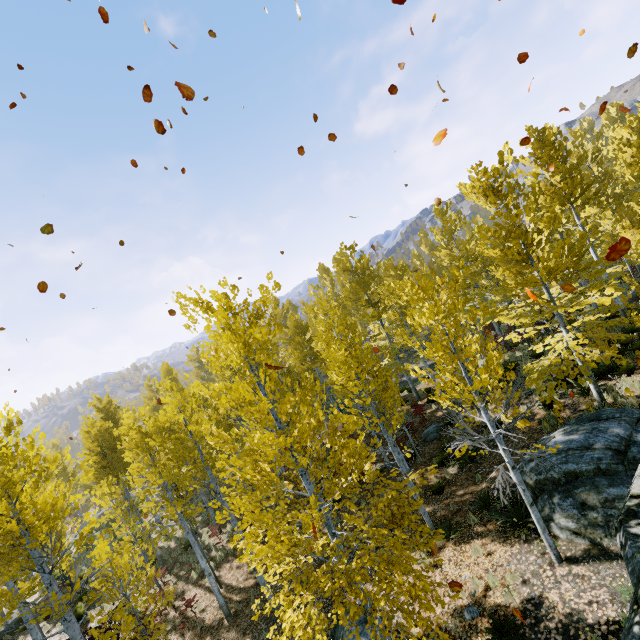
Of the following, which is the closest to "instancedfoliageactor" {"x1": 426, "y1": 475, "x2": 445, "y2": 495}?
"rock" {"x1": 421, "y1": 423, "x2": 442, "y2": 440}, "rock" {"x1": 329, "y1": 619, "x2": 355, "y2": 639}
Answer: "rock" {"x1": 421, "y1": 423, "x2": 442, "y2": 440}

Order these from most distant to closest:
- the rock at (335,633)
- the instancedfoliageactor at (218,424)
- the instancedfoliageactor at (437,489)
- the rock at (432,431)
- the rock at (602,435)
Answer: the rock at (432,431)
the instancedfoliageactor at (437,489)
the rock at (335,633)
the instancedfoliageactor at (218,424)
the rock at (602,435)

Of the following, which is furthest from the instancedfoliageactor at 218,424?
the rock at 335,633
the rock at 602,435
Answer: the rock at 335,633

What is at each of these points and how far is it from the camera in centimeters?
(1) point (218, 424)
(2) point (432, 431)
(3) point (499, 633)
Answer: (1) instancedfoliageactor, 1641cm
(2) rock, 1611cm
(3) instancedfoliageactor, 650cm

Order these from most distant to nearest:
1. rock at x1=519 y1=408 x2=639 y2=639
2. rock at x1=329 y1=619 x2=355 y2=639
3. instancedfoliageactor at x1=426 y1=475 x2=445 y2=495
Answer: instancedfoliageactor at x1=426 y1=475 x2=445 y2=495 → rock at x1=329 y1=619 x2=355 y2=639 → rock at x1=519 y1=408 x2=639 y2=639

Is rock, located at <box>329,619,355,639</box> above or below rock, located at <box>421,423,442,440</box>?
below

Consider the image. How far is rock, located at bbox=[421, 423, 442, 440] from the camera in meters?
16.0

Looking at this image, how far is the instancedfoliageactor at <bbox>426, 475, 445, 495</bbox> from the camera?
12.0 meters
